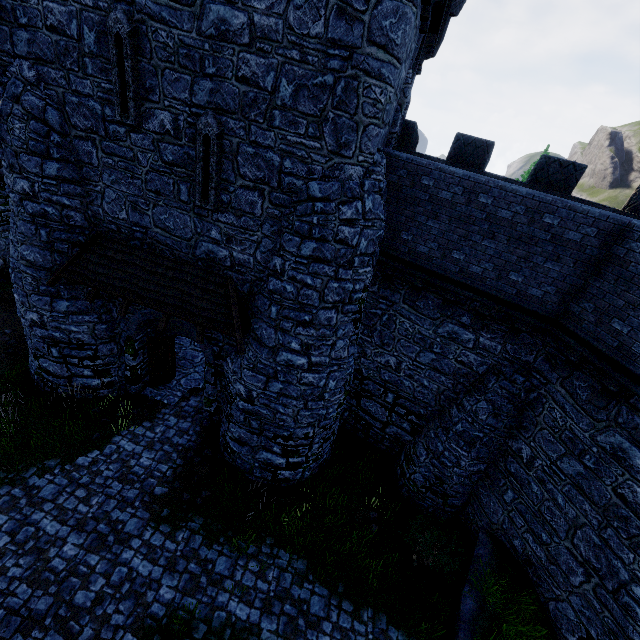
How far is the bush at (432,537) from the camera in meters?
9.8 m

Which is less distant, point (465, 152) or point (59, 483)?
point (59, 483)

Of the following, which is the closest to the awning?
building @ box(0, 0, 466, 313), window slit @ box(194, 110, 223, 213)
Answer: building @ box(0, 0, 466, 313)

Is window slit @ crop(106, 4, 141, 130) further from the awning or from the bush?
the bush

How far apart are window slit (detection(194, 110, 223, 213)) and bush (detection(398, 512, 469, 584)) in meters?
11.1

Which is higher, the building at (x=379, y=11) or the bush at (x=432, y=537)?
the building at (x=379, y=11)

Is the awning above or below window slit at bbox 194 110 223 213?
below

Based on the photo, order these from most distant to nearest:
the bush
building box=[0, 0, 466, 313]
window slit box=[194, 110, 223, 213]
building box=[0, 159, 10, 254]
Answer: building box=[0, 159, 10, 254] → the bush → window slit box=[194, 110, 223, 213] → building box=[0, 0, 466, 313]
